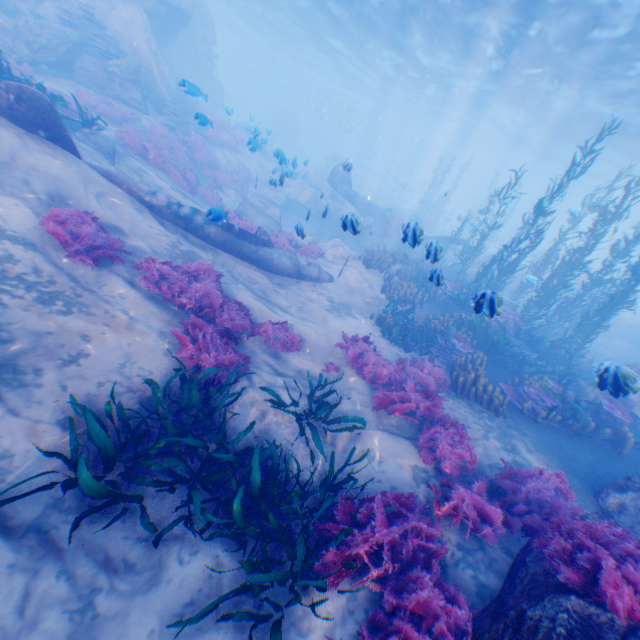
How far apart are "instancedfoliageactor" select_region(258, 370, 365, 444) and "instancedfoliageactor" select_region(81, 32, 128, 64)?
19.75m

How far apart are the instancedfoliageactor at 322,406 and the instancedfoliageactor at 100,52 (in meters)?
19.75

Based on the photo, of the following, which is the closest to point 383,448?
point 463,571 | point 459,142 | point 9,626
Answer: point 463,571

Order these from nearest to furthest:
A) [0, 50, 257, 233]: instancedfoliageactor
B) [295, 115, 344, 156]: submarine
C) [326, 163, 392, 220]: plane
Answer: [0, 50, 257, 233]: instancedfoliageactor, [326, 163, 392, 220]: plane, [295, 115, 344, 156]: submarine

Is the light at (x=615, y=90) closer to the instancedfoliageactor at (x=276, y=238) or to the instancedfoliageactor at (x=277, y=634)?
the instancedfoliageactor at (x=277, y=634)

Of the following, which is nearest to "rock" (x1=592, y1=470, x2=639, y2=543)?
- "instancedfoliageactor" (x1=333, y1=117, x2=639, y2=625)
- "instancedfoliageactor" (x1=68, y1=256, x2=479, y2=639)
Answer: "instancedfoliageactor" (x1=333, y1=117, x2=639, y2=625)

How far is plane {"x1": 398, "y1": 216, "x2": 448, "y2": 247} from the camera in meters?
7.3 m
